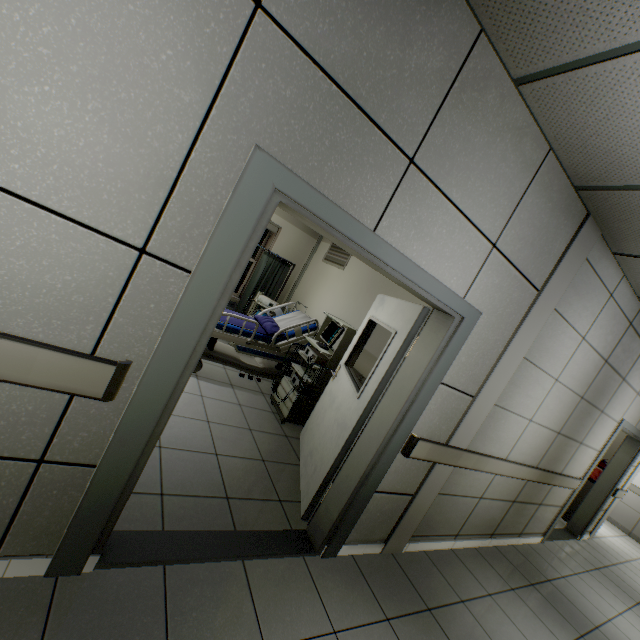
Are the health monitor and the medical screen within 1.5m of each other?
no

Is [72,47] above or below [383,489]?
above

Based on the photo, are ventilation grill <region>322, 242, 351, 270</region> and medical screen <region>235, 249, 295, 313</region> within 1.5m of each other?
yes

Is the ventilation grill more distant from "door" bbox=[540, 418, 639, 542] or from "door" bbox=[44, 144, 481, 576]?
"door" bbox=[540, 418, 639, 542]

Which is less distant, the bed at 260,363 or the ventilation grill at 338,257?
the bed at 260,363

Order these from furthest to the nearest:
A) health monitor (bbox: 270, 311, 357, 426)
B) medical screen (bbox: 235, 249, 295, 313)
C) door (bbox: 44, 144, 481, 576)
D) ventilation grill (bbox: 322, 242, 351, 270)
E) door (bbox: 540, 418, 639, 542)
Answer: medical screen (bbox: 235, 249, 295, 313), ventilation grill (bbox: 322, 242, 351, 270), door (bbox: 540, 418, 639, 542), health monitor (bbox: 270, 311, 357, 426), door (bbox: 44, 144, 481, 576)

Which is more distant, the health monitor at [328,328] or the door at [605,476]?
the door at [605,476]

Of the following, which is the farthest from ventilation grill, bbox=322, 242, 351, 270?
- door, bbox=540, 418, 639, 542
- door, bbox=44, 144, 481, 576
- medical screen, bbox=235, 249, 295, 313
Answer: door, bbox=540, 418, 639, 542
